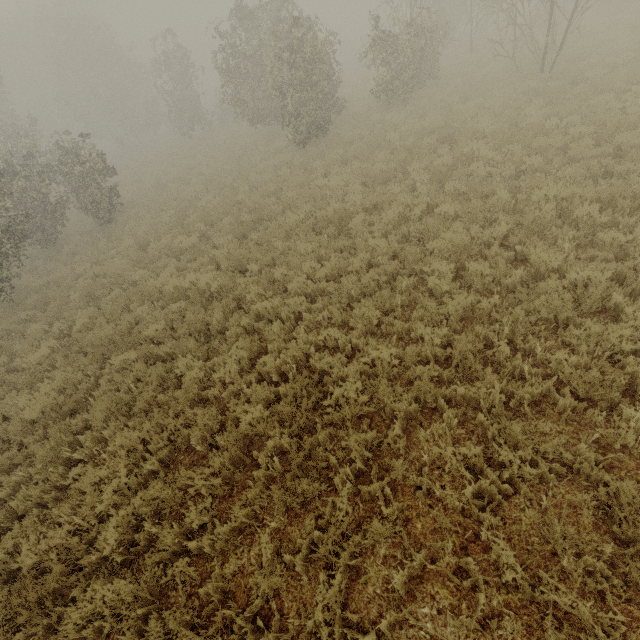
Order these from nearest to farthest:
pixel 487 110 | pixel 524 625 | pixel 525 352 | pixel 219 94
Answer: pixel 524 625
pixel 525 352
pixel 487 110
pixel 219 94

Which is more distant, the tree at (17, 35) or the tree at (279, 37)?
the tree at (17, 35)

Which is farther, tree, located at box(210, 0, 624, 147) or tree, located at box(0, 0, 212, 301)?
tree, located at box(0, 0, 212, 301)
